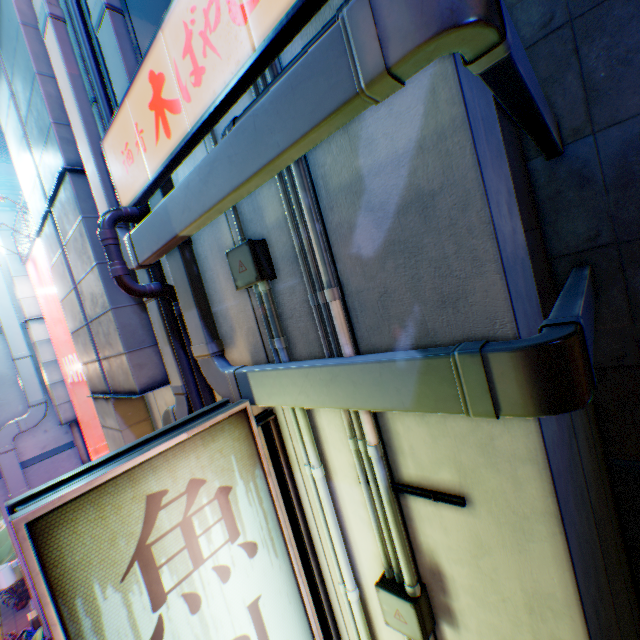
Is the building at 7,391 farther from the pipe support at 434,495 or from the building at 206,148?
the pipe support at 434,495

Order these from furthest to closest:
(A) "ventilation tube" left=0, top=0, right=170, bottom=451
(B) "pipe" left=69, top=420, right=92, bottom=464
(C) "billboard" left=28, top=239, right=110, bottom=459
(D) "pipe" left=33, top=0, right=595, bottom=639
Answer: (B) "pipe" left=69, top=420, right=92, bottom=464
(C) "billboard" left=28, top=239, right=110, bottom=459
(A) "ventilation tube" left=0, top=0, right=170, bottom=451
(D) "pipe" left=33, top=0, right=595, bottom=639

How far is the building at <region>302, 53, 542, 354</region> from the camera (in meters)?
1.43

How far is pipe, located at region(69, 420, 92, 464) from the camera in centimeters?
750cm

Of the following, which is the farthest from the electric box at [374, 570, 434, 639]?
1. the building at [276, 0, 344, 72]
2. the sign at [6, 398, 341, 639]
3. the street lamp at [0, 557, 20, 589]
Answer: the street lamp at [0, 557, 20, 589]

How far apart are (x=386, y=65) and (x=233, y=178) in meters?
1.0

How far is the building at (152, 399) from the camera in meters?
4.2 m

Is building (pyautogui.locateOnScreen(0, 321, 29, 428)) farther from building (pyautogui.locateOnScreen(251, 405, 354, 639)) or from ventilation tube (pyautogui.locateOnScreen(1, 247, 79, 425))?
building (pyautogui.locateOnScreen(251, 405, 354, 639))
